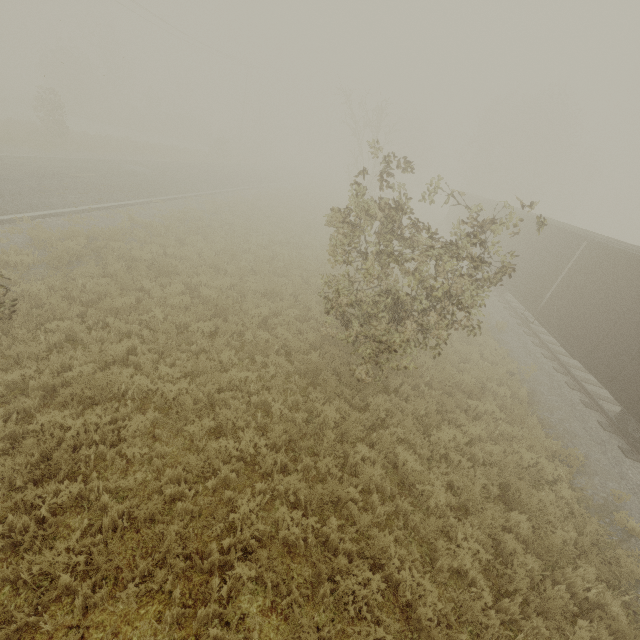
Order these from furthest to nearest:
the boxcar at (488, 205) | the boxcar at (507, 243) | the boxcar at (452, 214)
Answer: the boxcar at (452, 214) → the boxcar at (488, 205) → the boxcar at (507, 243)

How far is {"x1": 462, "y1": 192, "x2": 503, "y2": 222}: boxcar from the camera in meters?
23.3

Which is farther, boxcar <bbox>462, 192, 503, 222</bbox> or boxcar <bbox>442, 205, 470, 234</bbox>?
boxcar <bbox>442, 205, 470, 234</bbox>

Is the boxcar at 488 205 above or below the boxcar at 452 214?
above

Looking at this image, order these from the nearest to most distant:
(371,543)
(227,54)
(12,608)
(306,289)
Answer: (12,608) → (371,543) → (306,289) → (227,54)
